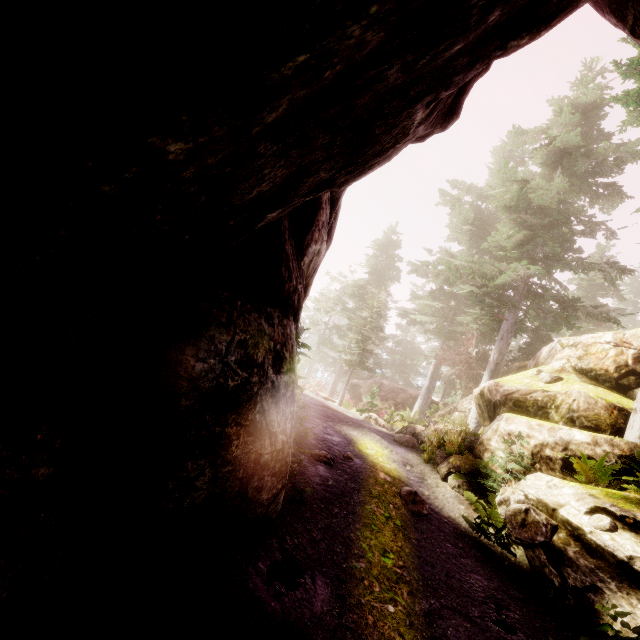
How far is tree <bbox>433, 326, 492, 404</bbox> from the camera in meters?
19.5

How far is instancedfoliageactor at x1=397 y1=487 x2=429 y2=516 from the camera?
8.0m

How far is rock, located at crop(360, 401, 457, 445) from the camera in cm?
1393

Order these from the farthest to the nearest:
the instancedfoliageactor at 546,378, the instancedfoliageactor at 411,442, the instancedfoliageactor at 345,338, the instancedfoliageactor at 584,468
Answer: the instancedfoliageactor at 345,338, the instancedfoliageactor at 411,442, the instancedfoliageactor at 546,378, the instancedfoliageactor at 584,468

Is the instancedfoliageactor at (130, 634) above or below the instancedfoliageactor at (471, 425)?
below

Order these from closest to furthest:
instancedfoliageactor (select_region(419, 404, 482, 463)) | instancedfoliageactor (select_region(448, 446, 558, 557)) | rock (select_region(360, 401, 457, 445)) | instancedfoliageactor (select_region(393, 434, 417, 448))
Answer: instancedfoliageactor (select_region(448, 446, 558, 557)) < instancedfoliageactor (select_region(419, 404, 482, 463)) < instancedfoliageactor (select_region(393, 434, 417, 448)) < rock (select_region(360, 401, 457, 445))

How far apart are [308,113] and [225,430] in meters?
3.6 m
